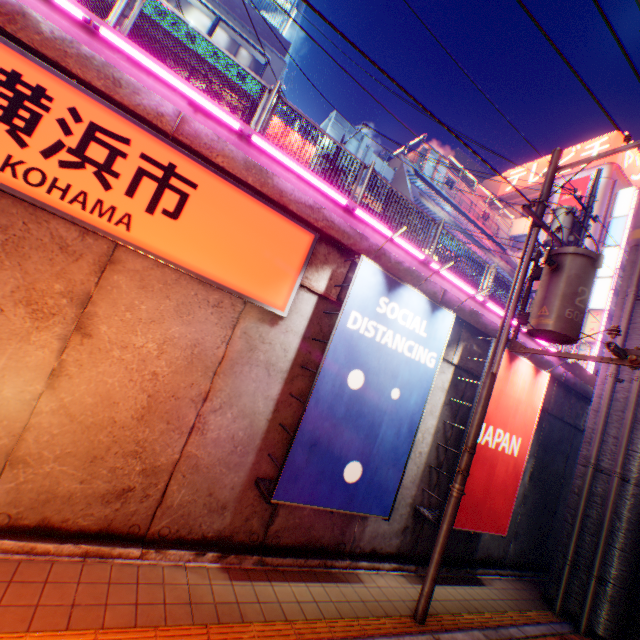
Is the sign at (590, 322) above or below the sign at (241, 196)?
above

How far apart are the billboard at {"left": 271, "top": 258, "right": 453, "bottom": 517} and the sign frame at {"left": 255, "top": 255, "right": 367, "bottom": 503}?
0.0 meters

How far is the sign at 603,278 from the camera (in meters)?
30.92

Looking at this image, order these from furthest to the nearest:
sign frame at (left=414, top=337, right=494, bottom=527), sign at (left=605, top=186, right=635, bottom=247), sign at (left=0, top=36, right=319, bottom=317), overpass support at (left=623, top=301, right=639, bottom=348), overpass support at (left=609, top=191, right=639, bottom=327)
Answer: sign at (left=605, top=186, right=635, bottom=247) < overpass support at (left=609, top=191, right=639, bottom=327) < overpass support at (left=623, top=301, right=639, bottom=348) < sign frame at (left=414, top=337, right=494, bottom=527) < sign at (left=0, top=36, right=319, bottom=317)

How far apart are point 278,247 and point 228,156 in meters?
1.6

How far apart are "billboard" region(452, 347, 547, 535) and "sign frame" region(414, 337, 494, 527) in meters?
0.0 m

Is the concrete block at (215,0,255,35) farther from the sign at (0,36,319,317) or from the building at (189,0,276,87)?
the sign at (0,36,319,317)

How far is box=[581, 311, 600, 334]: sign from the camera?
30.66m
